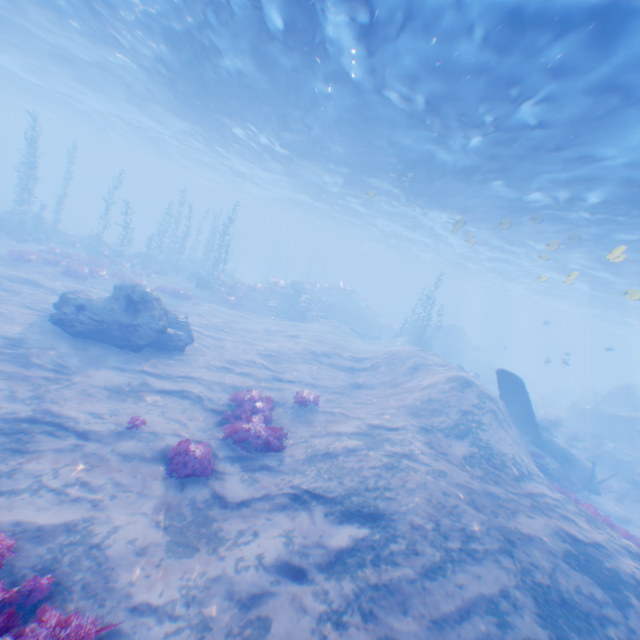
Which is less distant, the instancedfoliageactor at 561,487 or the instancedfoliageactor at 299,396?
the instancedfoliageactor at 561,487

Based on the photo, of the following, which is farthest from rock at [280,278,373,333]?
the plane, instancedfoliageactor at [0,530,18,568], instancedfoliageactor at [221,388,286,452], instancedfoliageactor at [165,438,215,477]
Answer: instancedfoliageactor at [0,530,18,568]

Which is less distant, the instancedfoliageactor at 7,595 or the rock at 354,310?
the instancedfoliageactor at 7,595

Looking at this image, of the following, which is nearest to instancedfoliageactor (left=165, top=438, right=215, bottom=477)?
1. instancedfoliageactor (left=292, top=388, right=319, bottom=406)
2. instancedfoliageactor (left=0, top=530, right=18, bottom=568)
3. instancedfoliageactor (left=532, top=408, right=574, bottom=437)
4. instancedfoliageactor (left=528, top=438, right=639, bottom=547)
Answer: instancedfoliageactor (left=0, top=530, right=18, bottom=568)

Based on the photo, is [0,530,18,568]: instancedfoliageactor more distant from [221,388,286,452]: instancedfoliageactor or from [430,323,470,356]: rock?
[221,388,286,452]: instancedfoliageactor

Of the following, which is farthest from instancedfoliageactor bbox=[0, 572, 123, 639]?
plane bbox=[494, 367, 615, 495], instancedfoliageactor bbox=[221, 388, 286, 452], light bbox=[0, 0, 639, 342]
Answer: plane bbox=[494, 367, 615, 495]

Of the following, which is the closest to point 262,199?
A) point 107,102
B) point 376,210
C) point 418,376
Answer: point 107,102

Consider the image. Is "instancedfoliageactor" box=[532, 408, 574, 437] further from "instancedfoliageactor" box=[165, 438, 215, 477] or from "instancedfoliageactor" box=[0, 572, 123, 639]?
"instancedfoliageactor" box=[0, 572, 123, 639]
